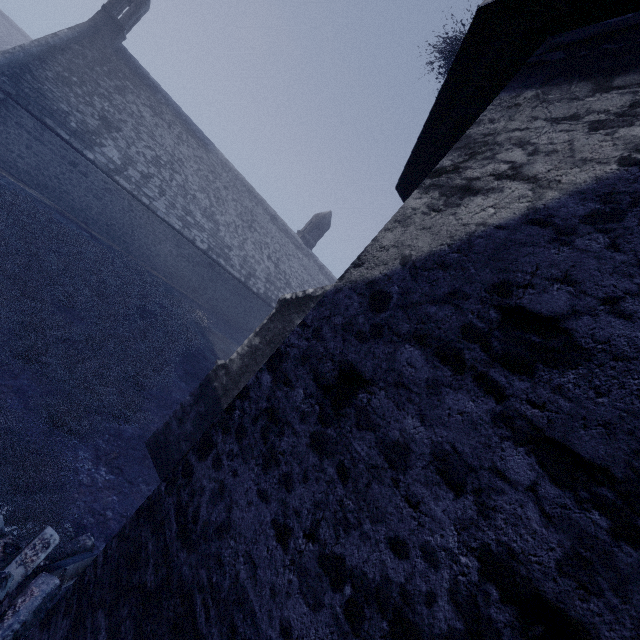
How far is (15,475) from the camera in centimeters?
382cm
